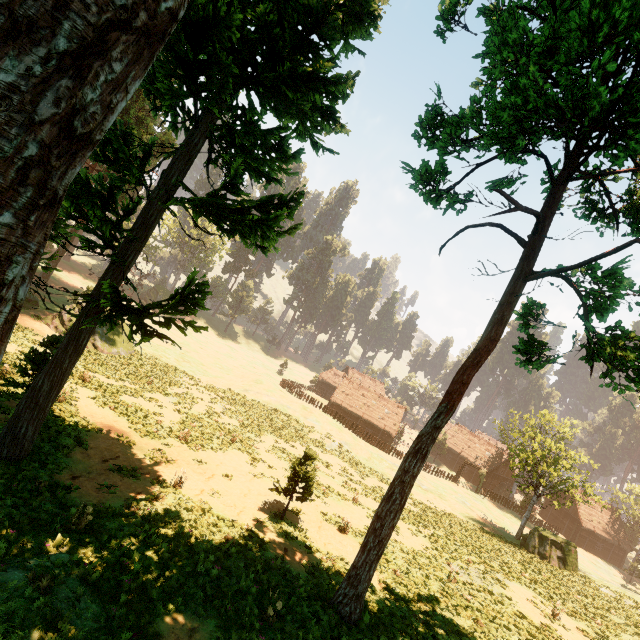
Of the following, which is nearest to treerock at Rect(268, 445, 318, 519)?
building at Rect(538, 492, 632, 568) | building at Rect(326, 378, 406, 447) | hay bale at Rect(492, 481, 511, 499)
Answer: building at Rect(326, 378, 406, 447)

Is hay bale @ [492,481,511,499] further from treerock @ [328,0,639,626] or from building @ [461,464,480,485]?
treerock @ [328,0,639,626]

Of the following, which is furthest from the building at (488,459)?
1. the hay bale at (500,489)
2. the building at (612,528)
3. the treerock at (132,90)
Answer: the building at (612,528)

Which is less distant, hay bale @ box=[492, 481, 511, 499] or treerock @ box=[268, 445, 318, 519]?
treerock @ box=[268, 445, 318, 519]

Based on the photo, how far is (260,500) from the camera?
16.72m

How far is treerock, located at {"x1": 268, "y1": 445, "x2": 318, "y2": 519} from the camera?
15.40m
